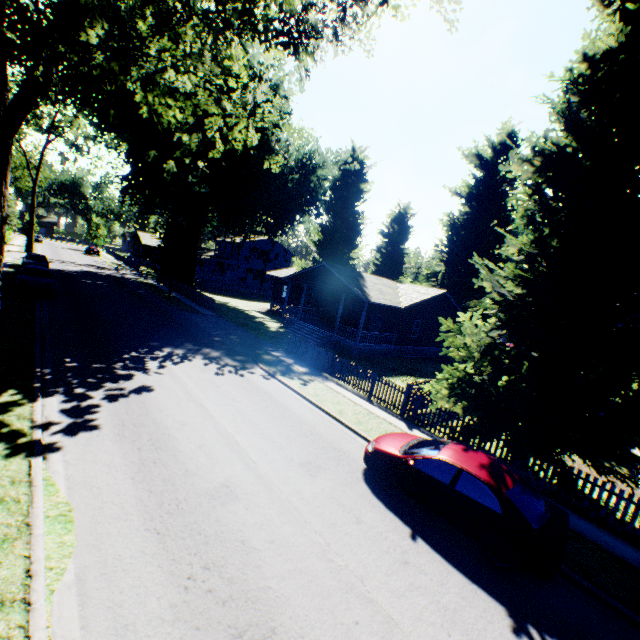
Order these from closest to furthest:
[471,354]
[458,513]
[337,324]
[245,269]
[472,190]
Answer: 1. [458,513]
2. [471,354]
3. [337,324]
4. [472,190]
5. [245,269]

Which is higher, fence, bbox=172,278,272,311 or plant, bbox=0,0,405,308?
plant, bbox=0,0,405,308

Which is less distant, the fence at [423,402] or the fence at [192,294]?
the fence at [423,402]

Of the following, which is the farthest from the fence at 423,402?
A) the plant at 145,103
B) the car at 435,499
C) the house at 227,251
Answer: the car at 435,499

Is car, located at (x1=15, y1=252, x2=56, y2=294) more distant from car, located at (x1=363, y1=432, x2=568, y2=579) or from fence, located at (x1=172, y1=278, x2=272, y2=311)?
car, located at (x1=363, y1=432, x2=568, y2=579)

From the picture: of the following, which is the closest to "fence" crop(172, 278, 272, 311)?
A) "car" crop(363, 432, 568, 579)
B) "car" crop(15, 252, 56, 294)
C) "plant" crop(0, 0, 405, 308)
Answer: "plant" crop(0, 0, 405, 308)

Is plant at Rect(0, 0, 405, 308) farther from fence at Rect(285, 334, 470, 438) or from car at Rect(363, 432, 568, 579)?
car at Rect(363, 432, 568, 579)

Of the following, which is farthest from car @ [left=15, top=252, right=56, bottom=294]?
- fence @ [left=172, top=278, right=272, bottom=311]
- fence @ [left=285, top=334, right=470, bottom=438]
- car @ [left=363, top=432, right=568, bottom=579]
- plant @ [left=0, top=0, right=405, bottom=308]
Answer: car @ [left=363, top=432, right=568, bottom=579]
